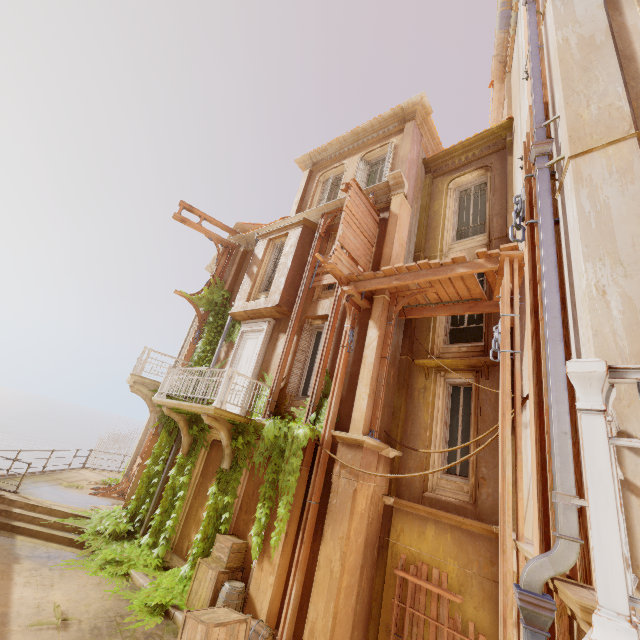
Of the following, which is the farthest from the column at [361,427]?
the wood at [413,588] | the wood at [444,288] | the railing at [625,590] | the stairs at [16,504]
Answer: the stairs at [16,504]

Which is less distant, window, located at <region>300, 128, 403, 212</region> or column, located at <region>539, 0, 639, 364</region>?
column, located at <region>539, 0, 639, 364</region>

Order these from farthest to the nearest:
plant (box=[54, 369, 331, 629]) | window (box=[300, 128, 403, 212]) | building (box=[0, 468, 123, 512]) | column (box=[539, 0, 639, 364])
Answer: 1. window (box=[300, 128, 403, 212])
2. building (box=[0, 468, 123, 512])
3. plant (box=[54, 369, 331, 629])
4. column (box=[539, 0, 639, 364])

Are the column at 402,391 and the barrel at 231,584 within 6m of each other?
yes

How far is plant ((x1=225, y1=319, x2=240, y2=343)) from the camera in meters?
12.9

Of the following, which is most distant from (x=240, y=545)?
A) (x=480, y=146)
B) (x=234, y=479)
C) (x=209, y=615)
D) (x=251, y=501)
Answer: (x=480, y=146)

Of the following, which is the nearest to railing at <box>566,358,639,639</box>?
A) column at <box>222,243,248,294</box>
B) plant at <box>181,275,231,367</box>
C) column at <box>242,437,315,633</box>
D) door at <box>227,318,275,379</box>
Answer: plant at <box>181,275,231,367</box>

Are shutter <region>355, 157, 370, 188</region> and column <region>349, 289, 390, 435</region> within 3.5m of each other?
no
